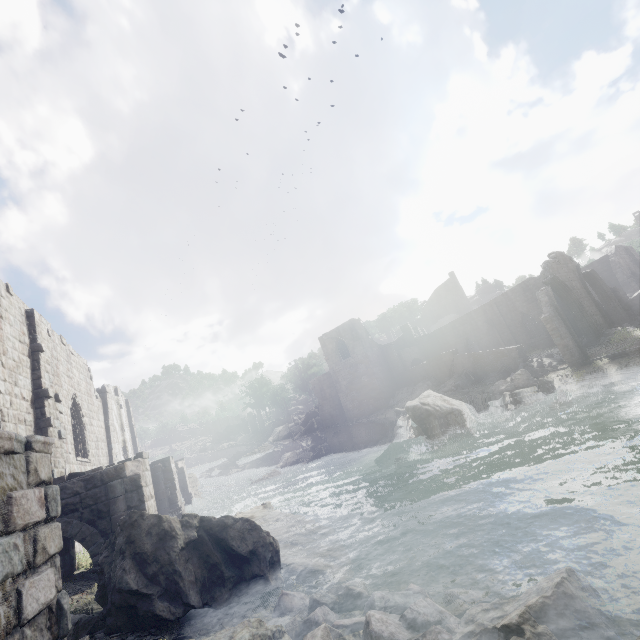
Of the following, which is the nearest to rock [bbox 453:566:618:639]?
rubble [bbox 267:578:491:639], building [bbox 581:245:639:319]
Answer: rubble [bbox 267:578:491:639]

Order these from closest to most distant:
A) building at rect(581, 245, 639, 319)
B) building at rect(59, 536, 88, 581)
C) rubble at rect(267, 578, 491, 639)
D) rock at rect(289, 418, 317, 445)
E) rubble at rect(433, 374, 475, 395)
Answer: rubble at rect(267, 578, 491, 639)
building at rect(59, 536, 88, 581)
building at rect(581, 245, 639, 319)
rubble at rect(433, 374, 475, 395)
rock at rect(289, 418, 317, 445)

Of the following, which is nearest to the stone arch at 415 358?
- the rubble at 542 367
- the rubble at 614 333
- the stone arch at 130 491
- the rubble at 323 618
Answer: the rubble at 542 367

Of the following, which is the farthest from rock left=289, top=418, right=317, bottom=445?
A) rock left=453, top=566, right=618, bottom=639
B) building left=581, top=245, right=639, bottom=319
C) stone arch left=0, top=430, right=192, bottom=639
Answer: stone arch left=0, top=430, right=192, bottom=639

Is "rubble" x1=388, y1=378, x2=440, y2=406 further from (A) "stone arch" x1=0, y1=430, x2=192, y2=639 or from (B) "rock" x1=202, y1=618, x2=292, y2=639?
(B) "rock" x1=202, y1=618, x2=292, y2=639

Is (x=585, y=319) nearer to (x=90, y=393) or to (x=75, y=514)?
(x=75, y=514)

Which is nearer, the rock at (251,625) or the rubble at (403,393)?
the rock at (251,625)

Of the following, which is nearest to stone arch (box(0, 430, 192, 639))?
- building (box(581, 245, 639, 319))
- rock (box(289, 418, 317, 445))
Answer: building (box(581, 245, 639, 319))
